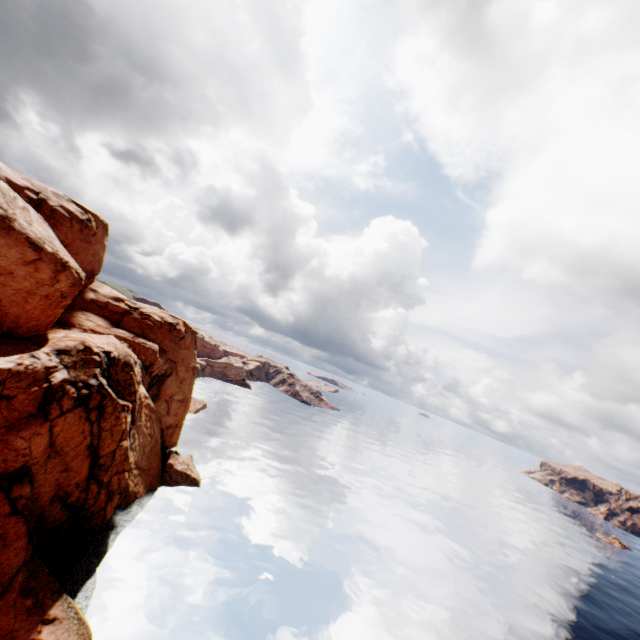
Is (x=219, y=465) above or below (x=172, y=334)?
below
